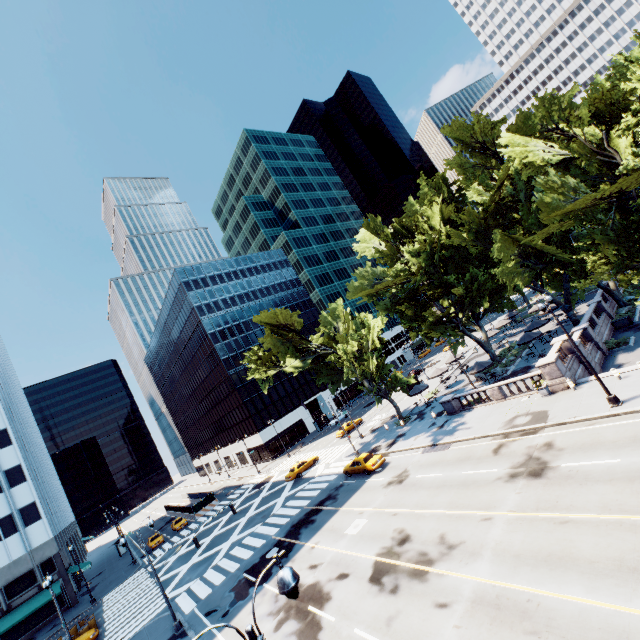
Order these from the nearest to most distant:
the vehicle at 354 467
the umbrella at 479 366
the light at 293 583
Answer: the light at 293 583, the vehicle at 354 467, the umbrella at 479 366

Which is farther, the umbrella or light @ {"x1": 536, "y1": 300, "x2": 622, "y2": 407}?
the umbrella

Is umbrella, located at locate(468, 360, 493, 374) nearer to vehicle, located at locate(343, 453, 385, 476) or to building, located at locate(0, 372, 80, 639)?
vehicle, located at locate(343, 453, 385, 476)

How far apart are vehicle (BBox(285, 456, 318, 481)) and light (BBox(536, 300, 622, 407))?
33.22m

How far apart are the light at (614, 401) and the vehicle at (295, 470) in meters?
33.2

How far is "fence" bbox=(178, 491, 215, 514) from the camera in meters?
51.7 m

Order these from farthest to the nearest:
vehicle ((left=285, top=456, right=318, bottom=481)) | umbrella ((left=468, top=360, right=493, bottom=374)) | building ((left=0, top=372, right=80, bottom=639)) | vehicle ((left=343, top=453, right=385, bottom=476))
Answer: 1. vehicle ((left=285, top=456, right=318, bottom=481))
2. building ((left=0, top=372, right=80, bottom=639))
3. umbrella ((left=468, top=360, right=493, bottom=374))
4. vehicle ((left=343, top=453, right=385, bottom=476))

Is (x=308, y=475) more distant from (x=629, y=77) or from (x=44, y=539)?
(x=629, y=77)
